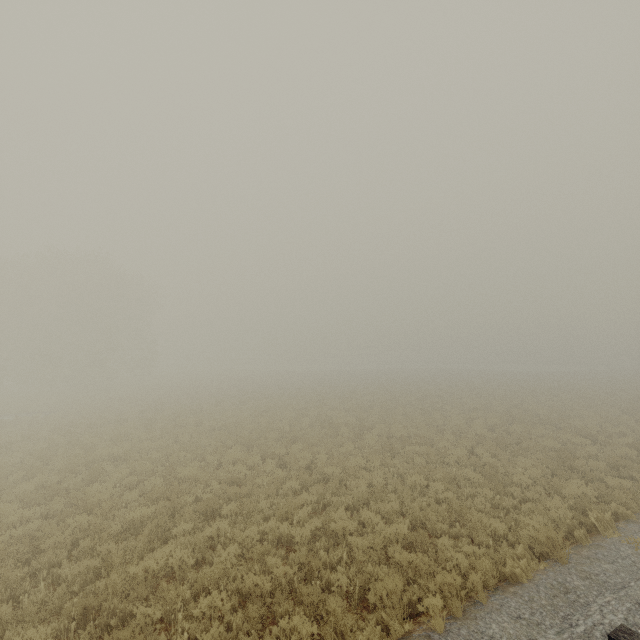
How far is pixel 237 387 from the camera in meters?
39.0 m
